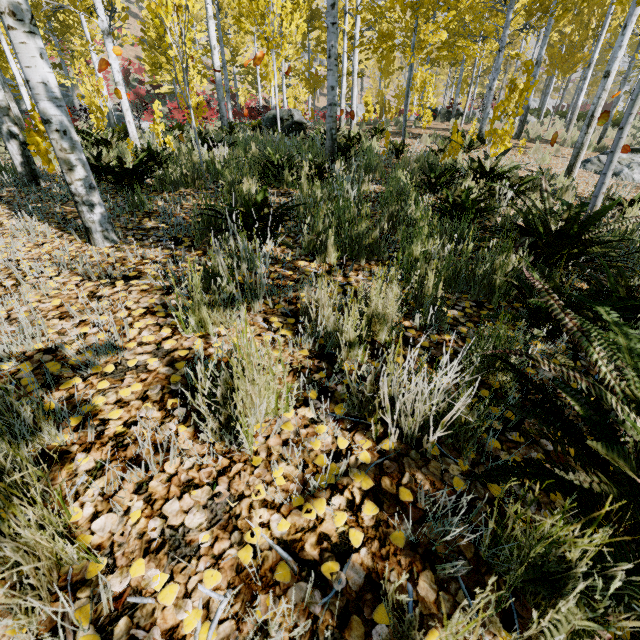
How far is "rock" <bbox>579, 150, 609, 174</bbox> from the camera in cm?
799

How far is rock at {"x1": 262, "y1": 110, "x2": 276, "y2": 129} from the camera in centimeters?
1141cm

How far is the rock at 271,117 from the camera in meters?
11.4 m

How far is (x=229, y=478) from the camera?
1.2m

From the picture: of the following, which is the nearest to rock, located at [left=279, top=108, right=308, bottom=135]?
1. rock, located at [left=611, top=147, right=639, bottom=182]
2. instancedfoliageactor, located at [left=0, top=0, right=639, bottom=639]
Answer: instancedfoliageactor, located at [left=0, top=0, right=639, bottom=639]

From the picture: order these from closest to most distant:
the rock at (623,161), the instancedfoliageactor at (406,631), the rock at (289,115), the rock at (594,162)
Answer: the instancedfoliageactor at (406,631) → the rock at (623,161) → the rock at (594,162) → the rock at (289,115)

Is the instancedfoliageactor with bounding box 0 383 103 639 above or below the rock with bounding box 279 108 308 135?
below

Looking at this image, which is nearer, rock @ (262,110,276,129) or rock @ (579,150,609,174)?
rock @ (579,150,609,174)
